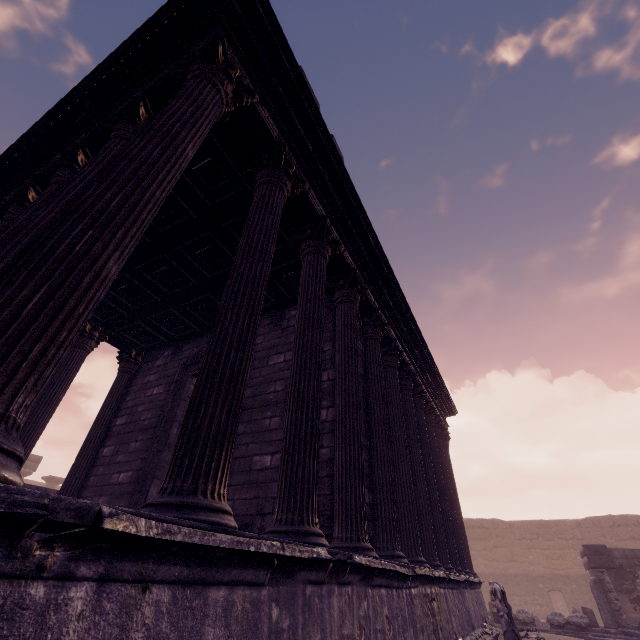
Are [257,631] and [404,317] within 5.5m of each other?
no

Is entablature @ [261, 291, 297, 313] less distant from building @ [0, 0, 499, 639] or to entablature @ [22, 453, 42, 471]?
building @ [0, 0, 499, 639]

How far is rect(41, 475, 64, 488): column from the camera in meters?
23.8 m

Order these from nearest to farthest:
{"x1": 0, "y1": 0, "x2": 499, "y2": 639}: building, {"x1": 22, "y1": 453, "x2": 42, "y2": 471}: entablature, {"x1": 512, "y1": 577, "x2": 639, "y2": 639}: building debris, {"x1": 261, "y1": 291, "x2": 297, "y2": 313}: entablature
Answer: {"x1": 0, "y1": 0, "x2": 499, "y2": 639}: building → {"x1": 261, "y1": 291, "x2": 297, "y2": 313}: entablature → {"x1": 512, "y1": 577, "x2": 639, "y2": 639}: building debris → {"x1": 22, "y1": 453, "x2": 42, "y2": 471}: entablature

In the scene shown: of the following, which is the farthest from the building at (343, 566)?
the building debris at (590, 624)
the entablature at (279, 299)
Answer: the building debris at (590, 624)

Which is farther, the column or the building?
the column

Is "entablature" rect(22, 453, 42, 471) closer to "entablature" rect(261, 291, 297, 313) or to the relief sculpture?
"entablature" rect(261, 291, 297, 313)

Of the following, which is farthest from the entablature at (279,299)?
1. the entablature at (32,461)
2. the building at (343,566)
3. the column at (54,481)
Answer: the column at (54,481)
